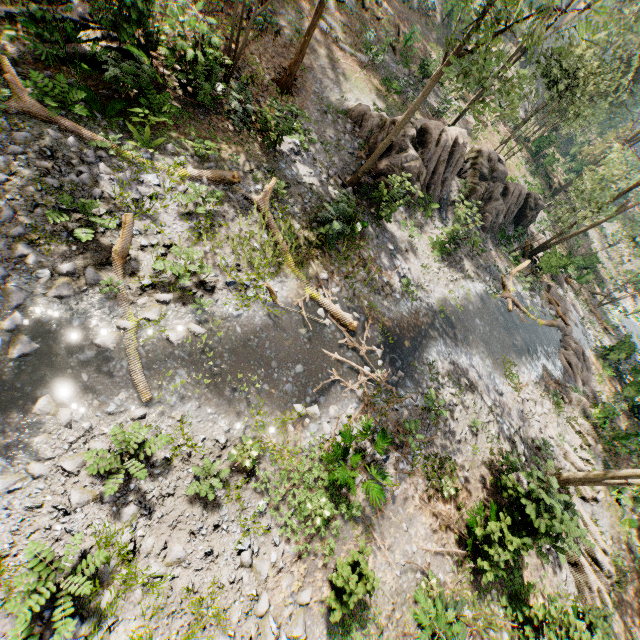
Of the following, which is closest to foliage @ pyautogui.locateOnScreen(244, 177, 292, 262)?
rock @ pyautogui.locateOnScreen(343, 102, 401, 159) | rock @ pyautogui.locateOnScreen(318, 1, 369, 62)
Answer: rock @ pyautogui.locateOnScreen(343, 102, 401, 159)

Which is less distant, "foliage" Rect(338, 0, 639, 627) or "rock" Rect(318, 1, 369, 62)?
"foliage" Rect(338, 0, 639, 627)

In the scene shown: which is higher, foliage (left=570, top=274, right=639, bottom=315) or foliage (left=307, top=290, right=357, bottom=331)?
foliage (left=570, top=274, right=639, bottom=315)

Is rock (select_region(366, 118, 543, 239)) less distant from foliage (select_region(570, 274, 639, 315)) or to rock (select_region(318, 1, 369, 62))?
foliage (select_region(570, 274, 639, 315))

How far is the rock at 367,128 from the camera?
16.73m

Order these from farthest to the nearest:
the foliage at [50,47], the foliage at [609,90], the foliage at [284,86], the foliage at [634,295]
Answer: the foliage at [634,295] → the foliage at [284,86] → the foliage at [609,90] → the foliage at [50,47]

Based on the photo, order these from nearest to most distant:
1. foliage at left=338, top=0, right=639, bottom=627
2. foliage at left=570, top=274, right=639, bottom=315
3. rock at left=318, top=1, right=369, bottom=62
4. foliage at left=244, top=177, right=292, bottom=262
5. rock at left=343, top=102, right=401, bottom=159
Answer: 1. foliage at left=338, top=0, right=639, bottom=627
2. foliage at left=244, top=177, right=292, bottom=262
3. rock at left=343, top=102, right=401, bottom=159
4. rock at left=318, top=1, right=369, bottom=62
5. foliage at left=570, top=274, right=639, bottom=315

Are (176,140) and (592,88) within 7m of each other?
no
